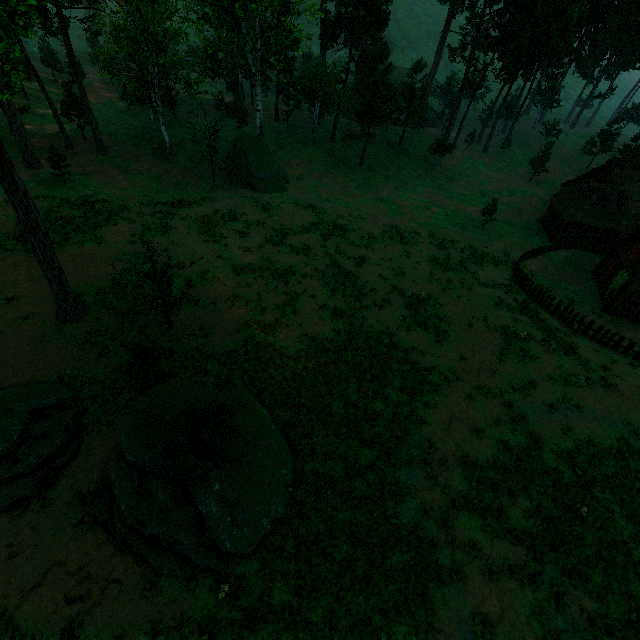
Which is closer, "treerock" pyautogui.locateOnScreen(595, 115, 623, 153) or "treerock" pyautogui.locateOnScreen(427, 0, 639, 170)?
"treerock" pyautogui.locateOnScreen(427, 0, 639, 170)

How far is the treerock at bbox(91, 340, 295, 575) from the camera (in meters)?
11.59

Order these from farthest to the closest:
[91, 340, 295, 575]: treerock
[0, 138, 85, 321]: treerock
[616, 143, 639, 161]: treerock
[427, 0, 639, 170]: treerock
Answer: [616, 143, 639, 161]: treerock → [427, 0, 639, 170]: treerock → [0, 138, 85, 321]: treerock → [91, 340, 295, 575]: treerock

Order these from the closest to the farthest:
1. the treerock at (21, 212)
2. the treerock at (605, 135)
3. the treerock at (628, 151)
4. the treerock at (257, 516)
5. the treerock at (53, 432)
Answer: the treerock at (257, 516) < the treerock at (53, 432) < the treerock at (21, 212) < the treerock at (628, 151) < the treerock at (605, 135)

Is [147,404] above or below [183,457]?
above

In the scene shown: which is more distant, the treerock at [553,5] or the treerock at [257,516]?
the treerock at [553,5]
